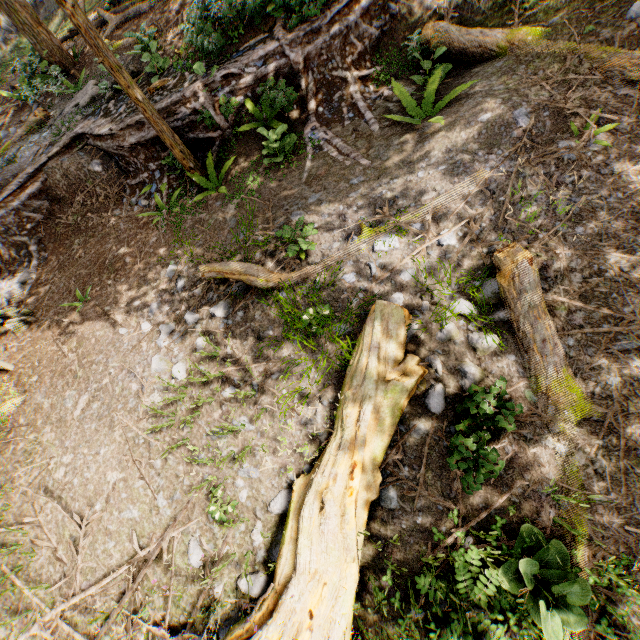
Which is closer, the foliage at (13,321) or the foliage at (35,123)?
the foliage at (13,321)

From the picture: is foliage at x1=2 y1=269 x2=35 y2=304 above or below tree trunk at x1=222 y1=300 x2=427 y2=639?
above

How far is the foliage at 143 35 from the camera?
10.1m

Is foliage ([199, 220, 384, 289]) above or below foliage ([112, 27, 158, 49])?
below

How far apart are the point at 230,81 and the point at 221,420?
7.92m

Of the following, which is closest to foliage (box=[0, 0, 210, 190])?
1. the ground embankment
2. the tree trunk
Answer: the ground embankment

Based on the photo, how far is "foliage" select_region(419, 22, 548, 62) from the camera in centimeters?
608cm
